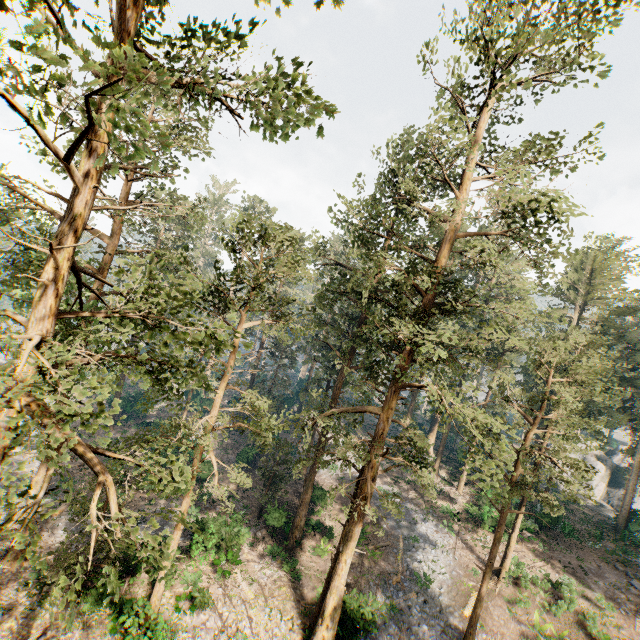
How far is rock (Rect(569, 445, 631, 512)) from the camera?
45.6m

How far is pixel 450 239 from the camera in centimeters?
1803cm

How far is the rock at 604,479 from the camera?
45.62m

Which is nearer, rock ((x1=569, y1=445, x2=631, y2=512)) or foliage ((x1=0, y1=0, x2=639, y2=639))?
foliage ((x1=0, y1=0, x2=639, y2=639))

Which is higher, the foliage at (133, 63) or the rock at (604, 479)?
the foliage at (133, 63)

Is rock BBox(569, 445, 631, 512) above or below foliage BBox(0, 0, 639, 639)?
below
